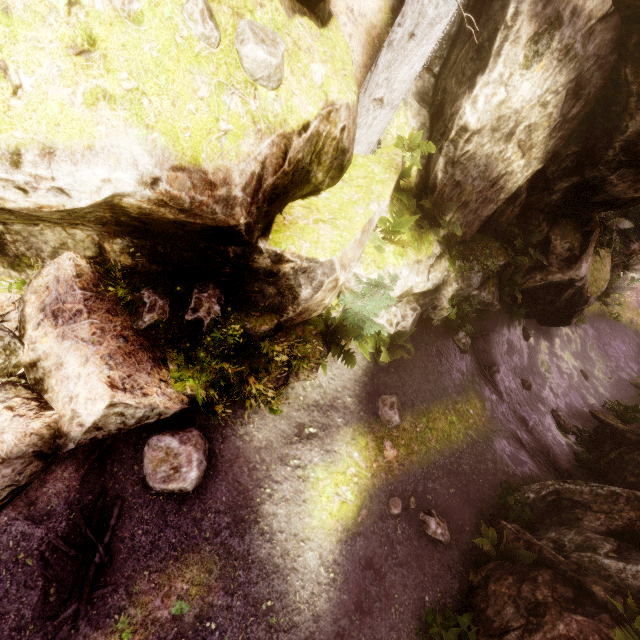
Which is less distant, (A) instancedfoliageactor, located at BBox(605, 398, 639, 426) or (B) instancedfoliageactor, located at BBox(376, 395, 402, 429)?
(B) instancedfoliageactor, located at BBox(376, 395, 402, 429)

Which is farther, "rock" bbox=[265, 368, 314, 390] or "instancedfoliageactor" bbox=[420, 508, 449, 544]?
"instancedfoliageactor" bbox=[420, 508, 449, 544]

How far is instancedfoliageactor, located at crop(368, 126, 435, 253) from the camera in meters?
7.2 m

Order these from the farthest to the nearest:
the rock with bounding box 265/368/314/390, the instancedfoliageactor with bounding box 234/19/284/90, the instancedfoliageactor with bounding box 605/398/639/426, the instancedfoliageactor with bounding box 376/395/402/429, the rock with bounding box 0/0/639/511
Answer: the instancedfoliageactor with bounding box 605/398/639/426, the instancedfoliageactor with bounding box 376/395/402/429, the rock with bounding box 265/368/314/390, the instancedfoliageactor with bounding box 234/19/284/90, the rock with bounding box 0/0/639/511

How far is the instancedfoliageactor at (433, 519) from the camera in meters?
6.9 m

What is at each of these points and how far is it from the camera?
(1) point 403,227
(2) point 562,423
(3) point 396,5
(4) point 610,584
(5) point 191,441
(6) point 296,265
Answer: (1) instancedfoliageactor, 7.4m
(2) instancedfoliageactor, 12.0m
(3) rock, 6.9m
(4) rock, 6.0m
(5) instancedfoliageactor, 5.2m
(6) rock, 5.3m

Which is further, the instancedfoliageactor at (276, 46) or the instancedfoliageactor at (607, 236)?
the instancedfoliageactor at (607, 236)
